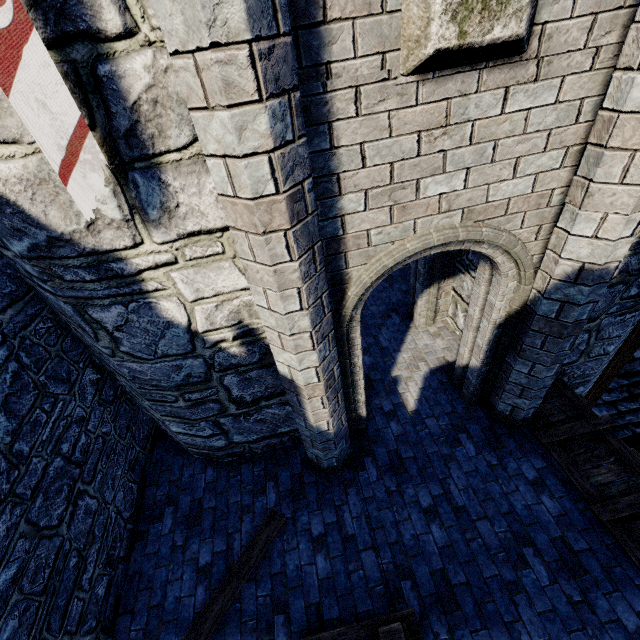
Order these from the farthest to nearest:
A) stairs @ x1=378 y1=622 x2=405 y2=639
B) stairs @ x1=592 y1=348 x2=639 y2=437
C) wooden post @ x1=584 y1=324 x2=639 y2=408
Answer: stairs @ x1=592 y1=348 x2=639 y2=437, wooden post @ x1=584 y1=324 x2=639 y2=408, stairs @ x1=378 y1=622 x2=405 y2=639

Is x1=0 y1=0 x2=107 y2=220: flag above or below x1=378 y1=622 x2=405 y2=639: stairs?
above

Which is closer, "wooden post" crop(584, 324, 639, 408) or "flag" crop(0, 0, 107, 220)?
"flag" crop(0, 0, 107, 220)

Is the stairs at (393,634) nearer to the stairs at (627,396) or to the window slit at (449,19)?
the window slit at (449,19)

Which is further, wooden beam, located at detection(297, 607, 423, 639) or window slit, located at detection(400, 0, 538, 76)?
wooden beam, located at detection(297, 607, 423, 639)

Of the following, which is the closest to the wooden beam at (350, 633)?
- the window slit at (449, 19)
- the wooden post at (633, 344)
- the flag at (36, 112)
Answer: the flag at (36, 112)

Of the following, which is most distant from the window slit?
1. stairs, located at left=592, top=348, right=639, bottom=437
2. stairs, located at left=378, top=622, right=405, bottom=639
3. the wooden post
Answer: stairs, located at left=592, top=348, right=639, bottom=437

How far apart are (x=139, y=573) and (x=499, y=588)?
4.4 meters
